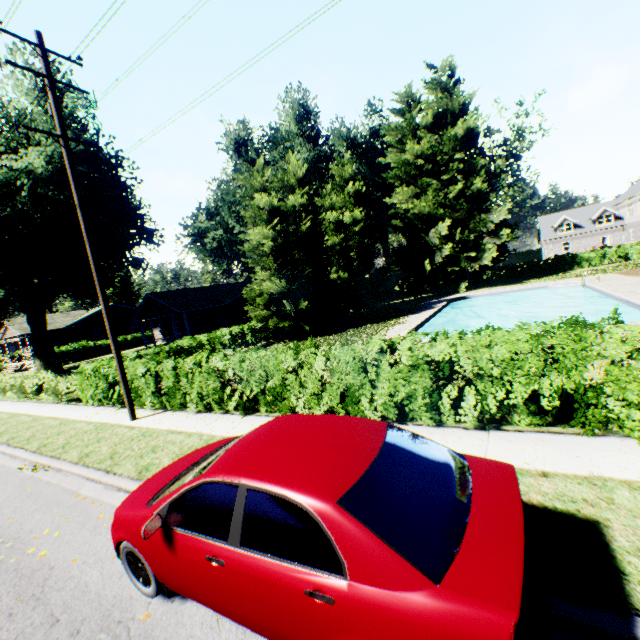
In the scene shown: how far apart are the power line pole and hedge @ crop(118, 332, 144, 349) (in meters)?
39.18

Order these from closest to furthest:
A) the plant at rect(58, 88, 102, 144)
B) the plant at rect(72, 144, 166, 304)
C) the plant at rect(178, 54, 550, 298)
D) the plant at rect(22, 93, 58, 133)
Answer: the plant at rect(22, 93, 58, 133) → the plant at rect(58, 88, 102, 144) → the plant at rect(72, 144, 166, 304) → the plant at rect(178, 54, 550, 298)

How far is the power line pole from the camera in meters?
9.5

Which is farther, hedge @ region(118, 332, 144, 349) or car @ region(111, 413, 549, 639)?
hedge @ region(118, 332, 144, 349)

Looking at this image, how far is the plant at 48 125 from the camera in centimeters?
2078cm

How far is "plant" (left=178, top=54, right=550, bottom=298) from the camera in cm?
3341

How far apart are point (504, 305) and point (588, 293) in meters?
7.1

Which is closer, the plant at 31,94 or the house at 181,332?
the plant at 31,94
